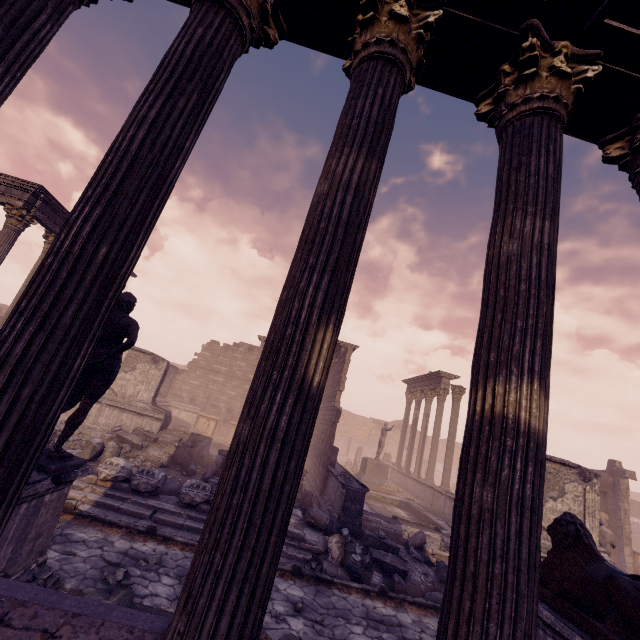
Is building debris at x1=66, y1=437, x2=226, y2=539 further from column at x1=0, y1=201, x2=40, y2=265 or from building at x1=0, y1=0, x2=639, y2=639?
column at x1=0, y1=201, x2=40, y2=265

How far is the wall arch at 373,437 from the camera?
36.8 meters

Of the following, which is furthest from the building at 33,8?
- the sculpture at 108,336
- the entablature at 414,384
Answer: the entablature at 414,384

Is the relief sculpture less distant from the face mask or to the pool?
the pool

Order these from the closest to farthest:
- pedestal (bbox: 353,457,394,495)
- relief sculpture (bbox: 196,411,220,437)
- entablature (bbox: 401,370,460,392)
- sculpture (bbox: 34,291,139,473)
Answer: sculpture (bbox: 34,291,139,473) < pedestal (bbox: 353,457,394,495) < entablature (bbox: 401,370,460,392) < relief sculpture (bbox: 196,411,220,437)

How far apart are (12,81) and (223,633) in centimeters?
388cm

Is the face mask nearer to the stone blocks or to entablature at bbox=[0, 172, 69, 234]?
the stone blocks

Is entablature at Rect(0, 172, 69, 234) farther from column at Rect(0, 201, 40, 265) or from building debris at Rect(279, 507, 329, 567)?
building debris at Rect(279, 507, 329, 567)
